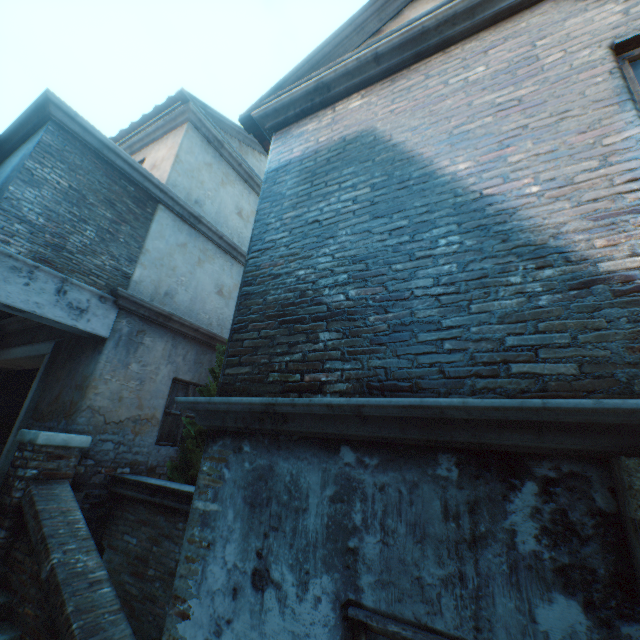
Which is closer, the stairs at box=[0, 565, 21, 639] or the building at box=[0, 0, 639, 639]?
the building at box=[0, 0, 639, 639]

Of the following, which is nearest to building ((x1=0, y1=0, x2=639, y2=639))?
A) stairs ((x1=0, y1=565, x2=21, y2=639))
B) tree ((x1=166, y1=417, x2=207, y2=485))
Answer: stairs ((x1=0, y1=565, x2=21, y2=639))

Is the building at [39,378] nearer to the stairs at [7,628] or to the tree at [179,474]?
the stairs at [7,628]

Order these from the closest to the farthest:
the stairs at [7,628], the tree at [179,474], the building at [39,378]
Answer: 1. the building at [39,378]
2. the stairs at [7,628]
3. the tree at [179,474]

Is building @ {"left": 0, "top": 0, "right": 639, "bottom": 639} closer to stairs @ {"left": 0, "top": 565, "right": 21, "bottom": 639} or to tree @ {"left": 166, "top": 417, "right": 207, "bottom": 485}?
stairs @ {"left": 0, "top": 565, "right": 21, "bottom": 639}

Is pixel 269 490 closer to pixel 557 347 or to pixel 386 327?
pixel 386 327
